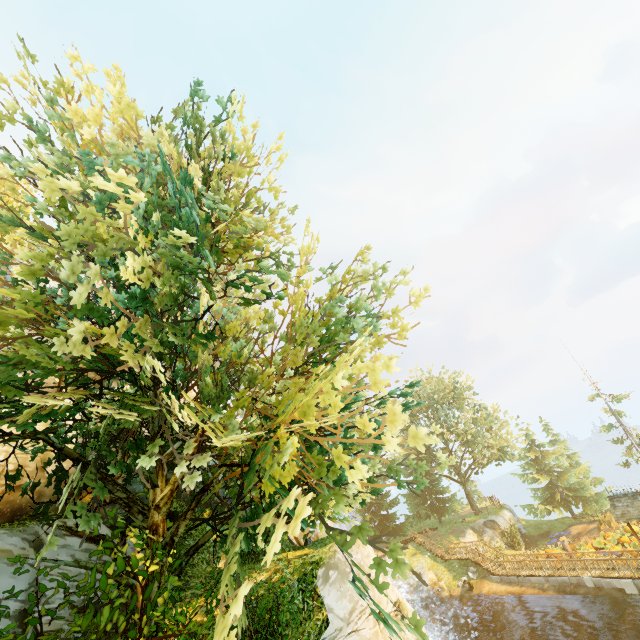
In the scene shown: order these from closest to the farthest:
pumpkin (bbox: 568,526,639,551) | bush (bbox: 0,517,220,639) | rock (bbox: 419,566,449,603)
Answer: bush (bbox: 0,517,220,639)
pumpkin (bbox: 568,526,639,551)
rock (bbox: 419,566,449,603)

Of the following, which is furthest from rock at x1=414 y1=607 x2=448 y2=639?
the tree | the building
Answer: the building

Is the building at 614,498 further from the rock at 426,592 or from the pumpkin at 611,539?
the rock at 426,592

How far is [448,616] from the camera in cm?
2673

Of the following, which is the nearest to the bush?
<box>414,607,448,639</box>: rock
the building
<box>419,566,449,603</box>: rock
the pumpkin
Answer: <box>414,607,448,639</box>: rock

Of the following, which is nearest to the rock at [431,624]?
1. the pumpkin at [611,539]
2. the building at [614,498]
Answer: the building at [614,498]

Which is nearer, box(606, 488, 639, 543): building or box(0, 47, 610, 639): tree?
box(0, 47, 610, 639): tree

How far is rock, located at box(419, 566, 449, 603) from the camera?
28.58m
